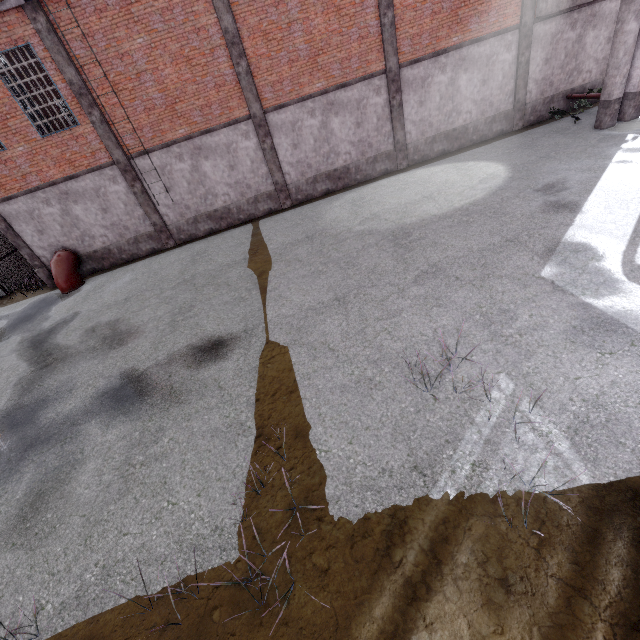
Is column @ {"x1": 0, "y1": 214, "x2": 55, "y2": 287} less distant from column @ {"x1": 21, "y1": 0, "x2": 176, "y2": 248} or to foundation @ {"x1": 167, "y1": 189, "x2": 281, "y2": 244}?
column @ {"x1": 21, "y1": 0, "x2": 176, "y2": 248}

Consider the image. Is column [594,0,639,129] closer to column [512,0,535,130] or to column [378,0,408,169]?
column [512,0,535,130]

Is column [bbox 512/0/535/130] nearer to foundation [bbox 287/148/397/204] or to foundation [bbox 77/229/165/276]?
foundation [bbox 287/148/397/204]

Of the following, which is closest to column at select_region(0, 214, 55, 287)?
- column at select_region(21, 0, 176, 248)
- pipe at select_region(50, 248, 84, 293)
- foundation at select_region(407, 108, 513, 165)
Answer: pipe at select_region(50, 248, 84, 293)

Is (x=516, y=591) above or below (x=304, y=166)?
below

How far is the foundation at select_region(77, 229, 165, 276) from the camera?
15.2 meters

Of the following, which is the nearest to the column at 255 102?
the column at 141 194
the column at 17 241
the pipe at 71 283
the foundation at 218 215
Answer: the foundation at 218 215

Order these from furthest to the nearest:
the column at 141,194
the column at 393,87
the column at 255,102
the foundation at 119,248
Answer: the foundation at 119,248 → the column at 393,87 → the column at 255,102 → the column at 141,194
